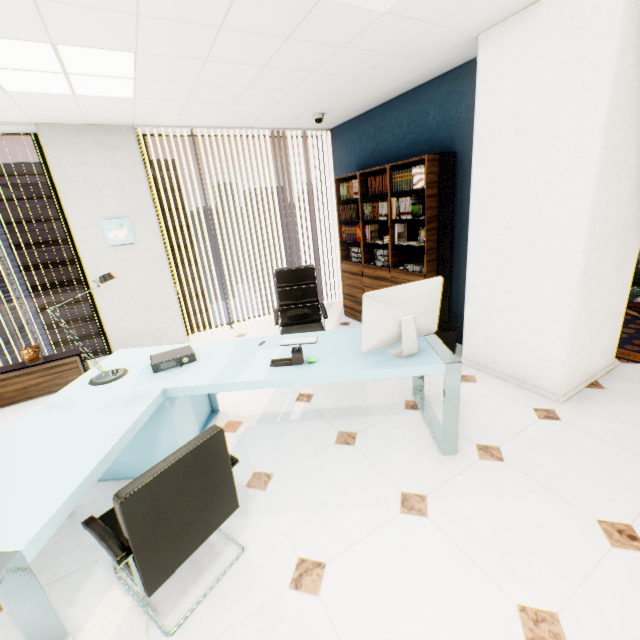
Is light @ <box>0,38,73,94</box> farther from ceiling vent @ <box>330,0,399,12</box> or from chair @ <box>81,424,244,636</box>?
chair @ <box>81,424,244,636</box>

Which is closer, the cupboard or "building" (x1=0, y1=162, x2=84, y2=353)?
the cupboard

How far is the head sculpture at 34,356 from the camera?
3.81m

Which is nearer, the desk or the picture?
the desk

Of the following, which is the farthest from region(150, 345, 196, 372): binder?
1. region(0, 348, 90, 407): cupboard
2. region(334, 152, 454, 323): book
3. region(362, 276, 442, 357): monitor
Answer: region(334, 152, 454, 323): book

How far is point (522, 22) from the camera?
2.4m

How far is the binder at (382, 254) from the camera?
4.25m

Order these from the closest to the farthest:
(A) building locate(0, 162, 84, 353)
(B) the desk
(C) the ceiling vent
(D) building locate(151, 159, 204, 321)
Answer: (B) the desk → (C) the ceiling vent → (A) building locate(0, 162, 84, 353) → (D) building locate(151, 159, 204, 321)
